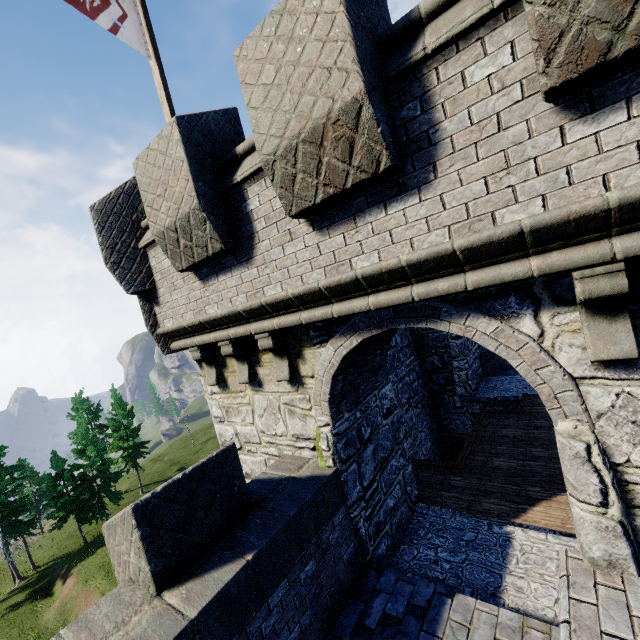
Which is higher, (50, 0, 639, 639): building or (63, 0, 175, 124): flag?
(63, 0, 175, 124): flag

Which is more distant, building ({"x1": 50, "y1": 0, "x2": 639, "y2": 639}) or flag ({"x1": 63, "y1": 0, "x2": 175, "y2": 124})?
flag ({"x1": 63, "y1": 0, "x2": 175, "y2": 124})

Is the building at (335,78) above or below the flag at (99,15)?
below

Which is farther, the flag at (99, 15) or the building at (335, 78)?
the flag at (99, 15)

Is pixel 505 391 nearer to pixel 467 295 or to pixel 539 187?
pixel 467 295
